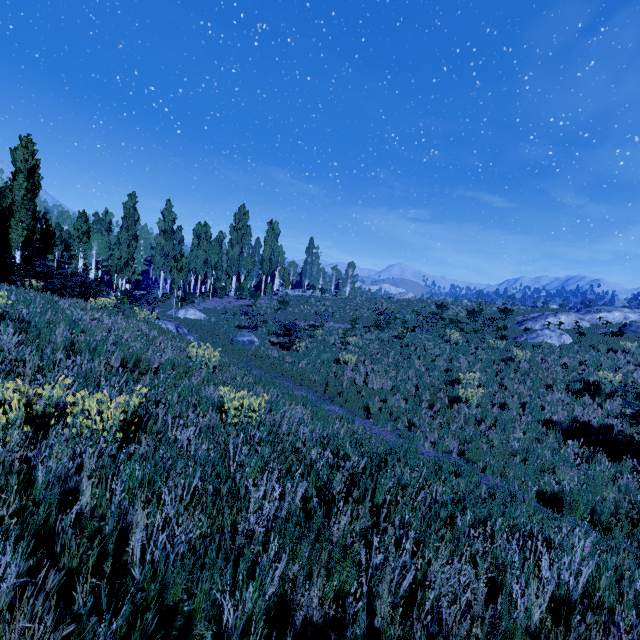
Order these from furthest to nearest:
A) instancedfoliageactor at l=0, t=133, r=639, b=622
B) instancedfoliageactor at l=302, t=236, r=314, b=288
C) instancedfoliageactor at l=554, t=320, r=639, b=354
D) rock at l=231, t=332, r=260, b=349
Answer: instancedfoliageactor at l=302, t=236, r=314, b=288 < rock at l=231, t=332, r=260, b=349 < instancedfoliageactor at l=554, t=320, r=639, b=354 < instancedfoliageactor at l=0, t=133, r=639, b=622

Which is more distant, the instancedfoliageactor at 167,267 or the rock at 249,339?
the rock at 249,339

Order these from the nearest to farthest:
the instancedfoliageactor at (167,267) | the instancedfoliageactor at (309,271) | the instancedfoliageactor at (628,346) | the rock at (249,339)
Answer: the instancedfoliageactor at (167,267) → the instancedfoliageactor at (628,346) → the rock at (249,339) → the instancedfoliageactor at (309,271)

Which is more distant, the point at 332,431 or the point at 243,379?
the point at 243,379

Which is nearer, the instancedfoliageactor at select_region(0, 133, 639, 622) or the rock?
the instancedfoliageactor at select_region(0, 133, 639, 622)

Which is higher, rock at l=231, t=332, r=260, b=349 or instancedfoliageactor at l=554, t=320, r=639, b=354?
instancedfoliageactor at l=554, t=320, r=639, b=354

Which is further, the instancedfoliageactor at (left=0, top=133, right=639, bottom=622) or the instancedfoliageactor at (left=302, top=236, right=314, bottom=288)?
the instancedfoliageactor at (left=302, top=236, right=314, bottom=288)
